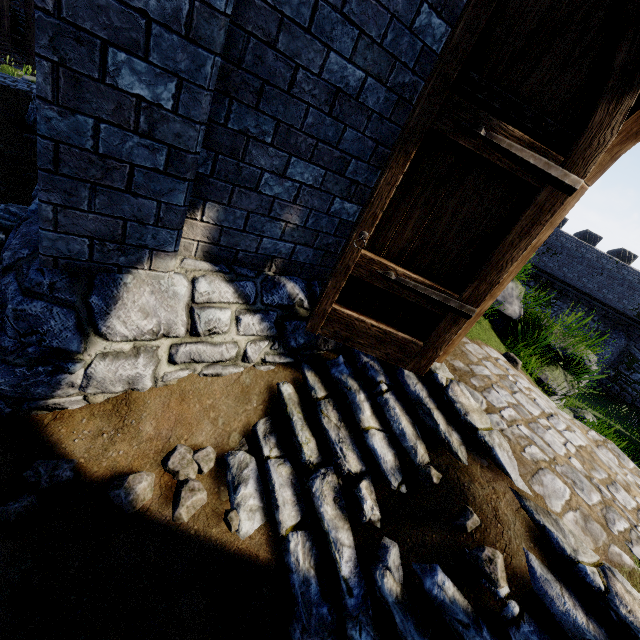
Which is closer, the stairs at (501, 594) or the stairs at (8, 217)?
the stairs at (501, 594)

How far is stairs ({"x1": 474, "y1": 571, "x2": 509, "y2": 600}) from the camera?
2.2 meters

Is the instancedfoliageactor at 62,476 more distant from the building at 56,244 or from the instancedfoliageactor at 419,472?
the instancedfoliageactor at 419,472

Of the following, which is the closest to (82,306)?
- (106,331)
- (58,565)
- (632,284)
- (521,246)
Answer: (106,331)

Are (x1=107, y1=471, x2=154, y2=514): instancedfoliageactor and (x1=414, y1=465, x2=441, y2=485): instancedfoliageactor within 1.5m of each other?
no

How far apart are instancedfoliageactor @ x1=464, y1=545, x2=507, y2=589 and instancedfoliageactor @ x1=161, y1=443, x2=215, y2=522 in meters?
2.0 m

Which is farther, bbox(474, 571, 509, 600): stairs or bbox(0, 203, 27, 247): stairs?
bbox(0, 203, 27, 247): stairs

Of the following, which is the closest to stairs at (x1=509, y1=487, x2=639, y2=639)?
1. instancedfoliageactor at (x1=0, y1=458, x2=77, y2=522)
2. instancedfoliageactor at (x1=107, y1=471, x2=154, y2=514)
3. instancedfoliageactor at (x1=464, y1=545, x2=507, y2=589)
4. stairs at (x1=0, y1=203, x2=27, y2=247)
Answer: instancedfoliageactor at (x1=464, y1=545, x2=507, y2=589)
